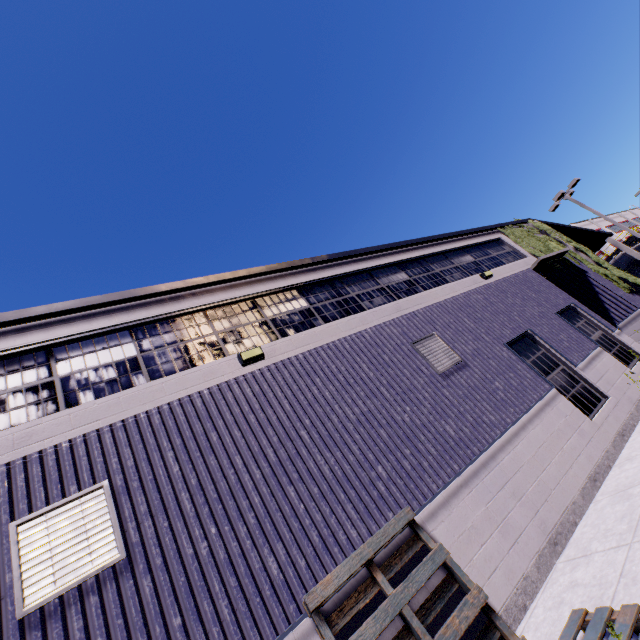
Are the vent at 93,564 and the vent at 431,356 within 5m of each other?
no

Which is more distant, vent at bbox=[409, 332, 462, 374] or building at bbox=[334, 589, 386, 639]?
vent at bbox=[409, 332, 462, 374]

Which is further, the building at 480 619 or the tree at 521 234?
the tree at 521 234

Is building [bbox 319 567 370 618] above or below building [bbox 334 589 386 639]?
above

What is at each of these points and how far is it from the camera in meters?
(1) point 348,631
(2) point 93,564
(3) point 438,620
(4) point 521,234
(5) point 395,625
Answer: (1) building, 3.9
(2) vent, 3.7
(3) building, 4.2
(4) tree, 14.9
(5) building, 4.1

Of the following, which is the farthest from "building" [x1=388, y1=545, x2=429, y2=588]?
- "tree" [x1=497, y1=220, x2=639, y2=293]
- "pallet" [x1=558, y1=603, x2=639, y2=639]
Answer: "pallet" [x1=558, y1=603, x2=639, y2=639]

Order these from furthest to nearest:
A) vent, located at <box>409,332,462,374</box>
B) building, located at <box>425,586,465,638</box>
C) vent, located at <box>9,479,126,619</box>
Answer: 1. vent, located at <box>409,332,462,374</box>
2. building, located at <box>425,586,465,638</box>
3. vent, located at <box>9,479,126,619</box>

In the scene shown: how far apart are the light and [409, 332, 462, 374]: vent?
3.5 meters
